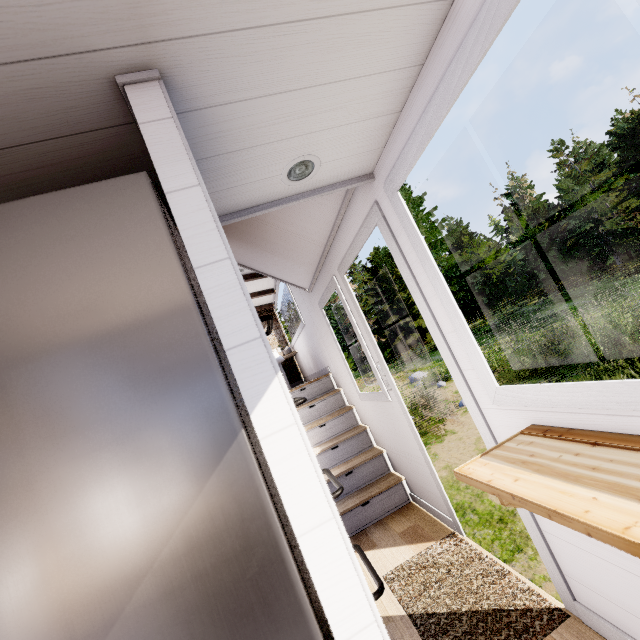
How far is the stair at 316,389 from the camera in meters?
3.4 m

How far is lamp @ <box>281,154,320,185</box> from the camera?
1.5 meters

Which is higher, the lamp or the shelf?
the lamp

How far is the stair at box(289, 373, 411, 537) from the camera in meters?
3.4

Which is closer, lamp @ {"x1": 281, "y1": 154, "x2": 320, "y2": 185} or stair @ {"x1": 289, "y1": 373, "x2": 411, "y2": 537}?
lamp @ {"x1": 281, "y1": 154, "x2": 320, "y2": 185}

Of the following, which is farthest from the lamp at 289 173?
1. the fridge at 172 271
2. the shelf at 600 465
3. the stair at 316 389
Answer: the stair at 316 389

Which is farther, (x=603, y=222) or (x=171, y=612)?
(x=603, y=222)

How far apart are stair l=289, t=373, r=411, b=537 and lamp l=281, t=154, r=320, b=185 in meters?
3.2 m
